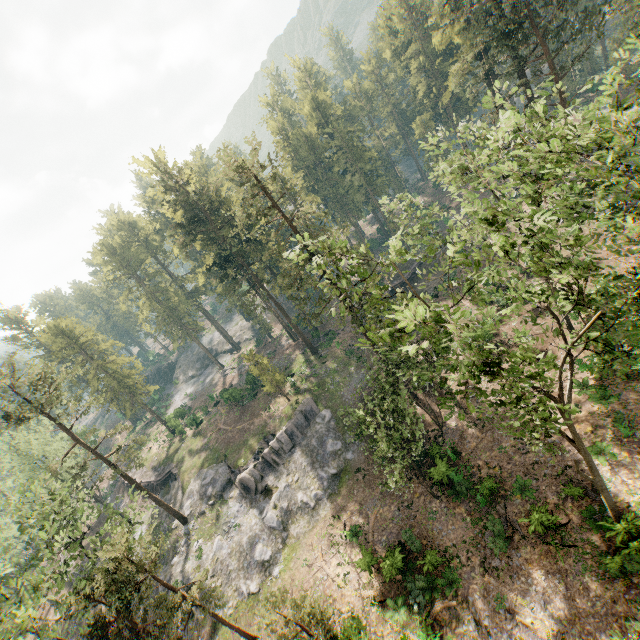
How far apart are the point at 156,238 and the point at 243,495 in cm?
4619

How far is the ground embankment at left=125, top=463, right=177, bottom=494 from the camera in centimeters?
4403cm

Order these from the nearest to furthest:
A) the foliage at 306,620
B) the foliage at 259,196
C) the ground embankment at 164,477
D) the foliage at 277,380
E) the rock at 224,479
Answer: the foliage at 259,196
the foliage at 306,620
the rock at 224,479
the foliage at 277,380
the ground embankment at 164,477

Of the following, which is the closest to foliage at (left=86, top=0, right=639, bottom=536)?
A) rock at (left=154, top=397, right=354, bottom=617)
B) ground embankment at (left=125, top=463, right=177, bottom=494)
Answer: rock at (left=154, top=397, right=354, bottom=617)

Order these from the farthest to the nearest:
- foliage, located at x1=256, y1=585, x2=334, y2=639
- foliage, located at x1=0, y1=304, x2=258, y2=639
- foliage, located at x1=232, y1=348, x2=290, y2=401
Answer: foliage, located at x1=232, y1=348, x2=290, y2=401 < foliage, located at x1=0, y1=304, x2=258, y2=639 < foliage, located at x1=256, y1=585, x2=334, y2=639

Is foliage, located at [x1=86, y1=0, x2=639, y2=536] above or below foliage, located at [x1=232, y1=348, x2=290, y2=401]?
above

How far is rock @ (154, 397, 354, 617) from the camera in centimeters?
2933cm

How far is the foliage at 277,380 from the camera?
37.25m
